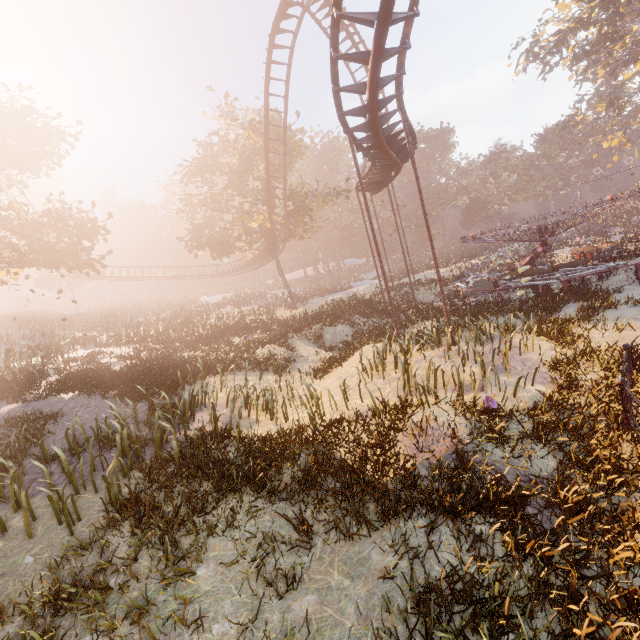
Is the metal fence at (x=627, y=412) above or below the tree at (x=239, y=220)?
below

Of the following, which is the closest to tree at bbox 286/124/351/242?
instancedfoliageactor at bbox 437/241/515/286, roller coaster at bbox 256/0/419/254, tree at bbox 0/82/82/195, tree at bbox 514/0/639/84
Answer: roller coaster at bbox 256/0/419/254

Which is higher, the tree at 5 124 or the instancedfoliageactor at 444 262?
the tree at 5 124

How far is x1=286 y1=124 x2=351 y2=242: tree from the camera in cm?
2899

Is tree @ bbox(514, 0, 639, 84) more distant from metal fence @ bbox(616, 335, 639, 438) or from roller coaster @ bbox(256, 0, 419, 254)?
metal fence @ bbox(616, 335, 639, 438)

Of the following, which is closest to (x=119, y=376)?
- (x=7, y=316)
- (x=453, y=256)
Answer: (x=7, y=316)

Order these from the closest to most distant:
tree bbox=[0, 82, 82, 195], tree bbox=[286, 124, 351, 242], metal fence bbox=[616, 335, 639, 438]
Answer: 1. metal fence bbox=[616, 335, 639, 438]
2. tree bbox=[0, 82, 82, 195]
3. tree bbox=[286, 124, 351, 242]
